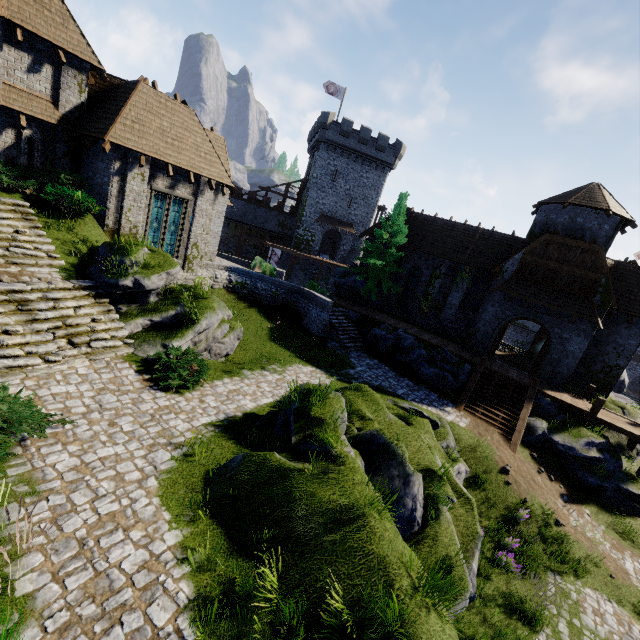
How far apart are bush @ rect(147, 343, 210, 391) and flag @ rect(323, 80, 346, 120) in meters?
39.9

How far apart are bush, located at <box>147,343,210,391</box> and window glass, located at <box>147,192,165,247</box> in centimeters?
826cm

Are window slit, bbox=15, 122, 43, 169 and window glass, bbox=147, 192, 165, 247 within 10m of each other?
yes

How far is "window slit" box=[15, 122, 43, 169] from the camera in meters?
13.9

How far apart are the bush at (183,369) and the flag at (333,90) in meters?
39.9

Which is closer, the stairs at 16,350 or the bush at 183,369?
the stairs at 16,350

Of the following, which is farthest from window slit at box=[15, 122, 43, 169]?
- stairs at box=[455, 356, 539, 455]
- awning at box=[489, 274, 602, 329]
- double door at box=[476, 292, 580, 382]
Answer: double door at box=[476, 292, 580, 382]

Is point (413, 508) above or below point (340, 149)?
below
